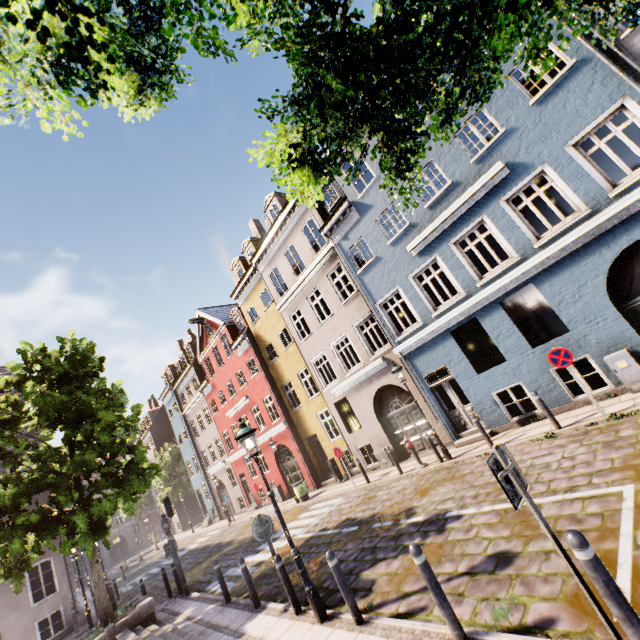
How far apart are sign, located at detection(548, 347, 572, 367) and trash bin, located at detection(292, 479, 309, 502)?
14.2 meters

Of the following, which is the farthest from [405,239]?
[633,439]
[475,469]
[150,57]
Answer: [150,57]

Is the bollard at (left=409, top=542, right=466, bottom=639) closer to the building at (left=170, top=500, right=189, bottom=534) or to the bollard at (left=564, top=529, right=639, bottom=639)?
the bollard at (left=564, top=529, right=639, bottom=639)

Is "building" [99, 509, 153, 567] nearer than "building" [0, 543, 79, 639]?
No

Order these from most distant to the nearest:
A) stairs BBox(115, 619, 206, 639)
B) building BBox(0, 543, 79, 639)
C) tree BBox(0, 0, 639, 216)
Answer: building BBox(0, 543, 79, 639)
stairs BBox(115, 619, 206, 639)
tree BBox(0, 0, 639, 216)

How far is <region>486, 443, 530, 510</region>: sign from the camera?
3.2m

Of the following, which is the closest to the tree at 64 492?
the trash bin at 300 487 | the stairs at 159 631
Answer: the stairs at 159 631

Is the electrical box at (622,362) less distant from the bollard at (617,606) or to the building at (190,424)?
the building at (190,424)
